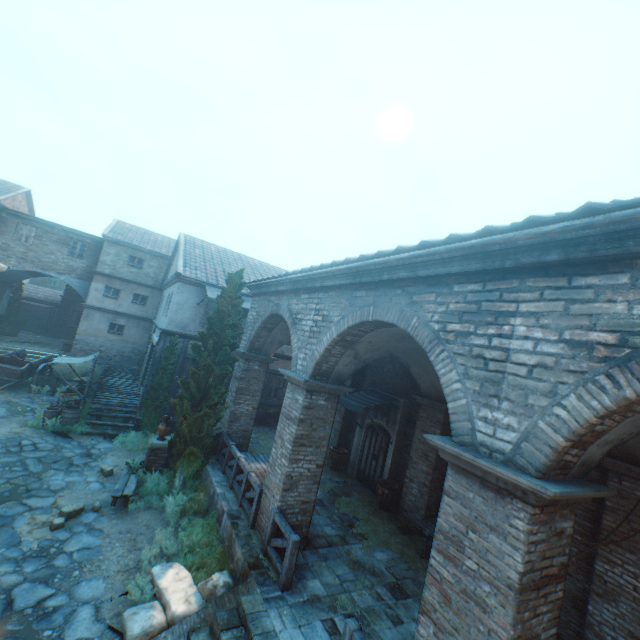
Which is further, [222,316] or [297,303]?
[222,316]

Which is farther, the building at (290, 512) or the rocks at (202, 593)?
the rocks at (202, 593)

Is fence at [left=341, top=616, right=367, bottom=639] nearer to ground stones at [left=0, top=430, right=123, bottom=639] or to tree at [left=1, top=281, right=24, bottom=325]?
ground stones at [left=0, top=430, right=123, bottom=639]

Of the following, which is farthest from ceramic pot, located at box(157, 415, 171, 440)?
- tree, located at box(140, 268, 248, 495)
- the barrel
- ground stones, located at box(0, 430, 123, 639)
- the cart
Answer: the cart

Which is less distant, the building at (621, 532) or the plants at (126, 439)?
the building at (621, 532)

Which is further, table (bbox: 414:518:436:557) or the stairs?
table (bbox: 414:518:436:557)

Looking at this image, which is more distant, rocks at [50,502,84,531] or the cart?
the cart

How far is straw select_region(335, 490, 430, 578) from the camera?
8.4 meters
